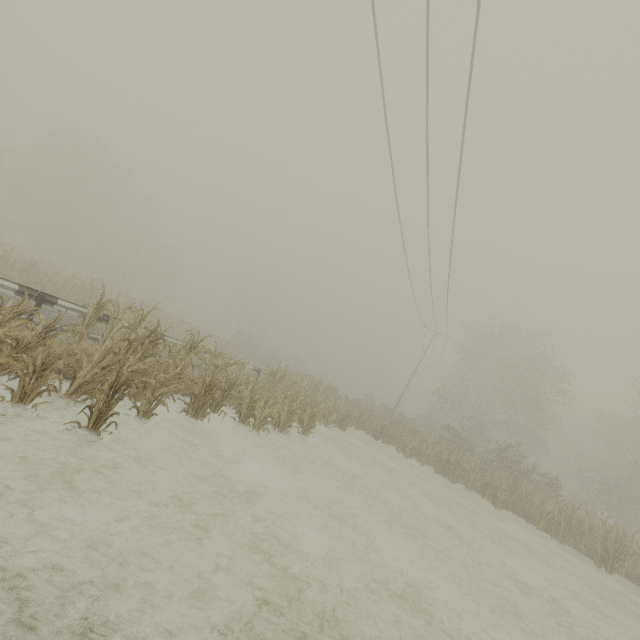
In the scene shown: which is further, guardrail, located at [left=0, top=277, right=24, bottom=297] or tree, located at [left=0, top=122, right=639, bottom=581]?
guardrail, located at [left=0, top=277, right=24, bottom=297]

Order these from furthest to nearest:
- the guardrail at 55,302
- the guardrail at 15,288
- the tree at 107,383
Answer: the guardrail at 55,302 → the guardrail at 15,288 → the tree at 107,383

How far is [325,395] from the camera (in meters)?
20.88

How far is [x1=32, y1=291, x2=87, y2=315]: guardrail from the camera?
8.4 meters

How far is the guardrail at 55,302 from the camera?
8.4 meters

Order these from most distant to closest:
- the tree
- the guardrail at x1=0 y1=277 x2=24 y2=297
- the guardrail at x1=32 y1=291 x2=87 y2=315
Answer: the guardrail at x1=32 y1=291 x2=87 y2=315, the guardrail at x1=0 y1=277 x2=24 y2=297, the tree

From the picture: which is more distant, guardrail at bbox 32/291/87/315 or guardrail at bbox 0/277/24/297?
guardrail at bbox 32/291/87/315
